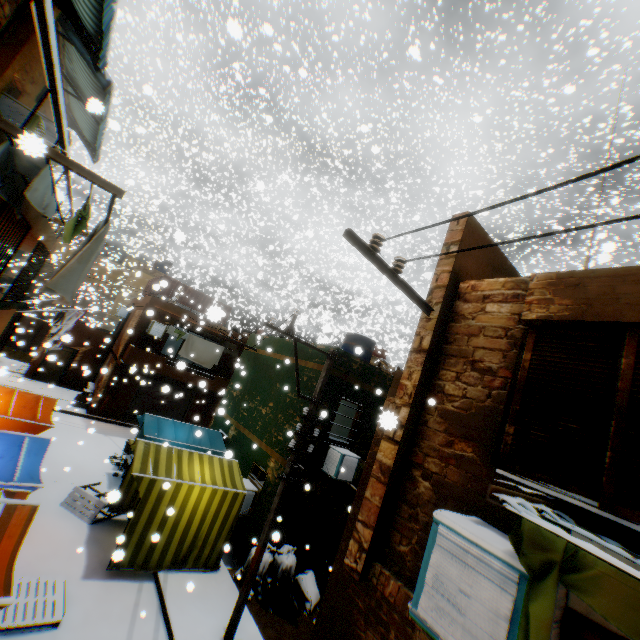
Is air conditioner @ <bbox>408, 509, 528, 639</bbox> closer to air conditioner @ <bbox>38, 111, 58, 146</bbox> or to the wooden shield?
the wooden shield

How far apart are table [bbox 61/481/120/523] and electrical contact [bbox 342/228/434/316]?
10.7m

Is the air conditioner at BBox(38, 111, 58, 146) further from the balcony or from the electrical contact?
the electrical contact

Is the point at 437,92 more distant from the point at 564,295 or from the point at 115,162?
the point at 115,162

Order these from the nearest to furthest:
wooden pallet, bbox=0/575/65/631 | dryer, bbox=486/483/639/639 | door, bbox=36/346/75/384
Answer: dryer, bbox=486/483/639/639 → wooden pallet, bbox=0/575/65/631 → door, bbox=36/346/75/384

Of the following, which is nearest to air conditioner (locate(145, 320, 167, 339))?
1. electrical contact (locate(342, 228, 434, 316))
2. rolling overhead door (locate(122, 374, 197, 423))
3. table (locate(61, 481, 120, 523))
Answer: rolling overhead door (locate(122, 374, 197, 423))

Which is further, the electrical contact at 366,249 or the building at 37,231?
the building at 37,231

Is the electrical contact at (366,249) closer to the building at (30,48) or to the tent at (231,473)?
the building at (30,48)
